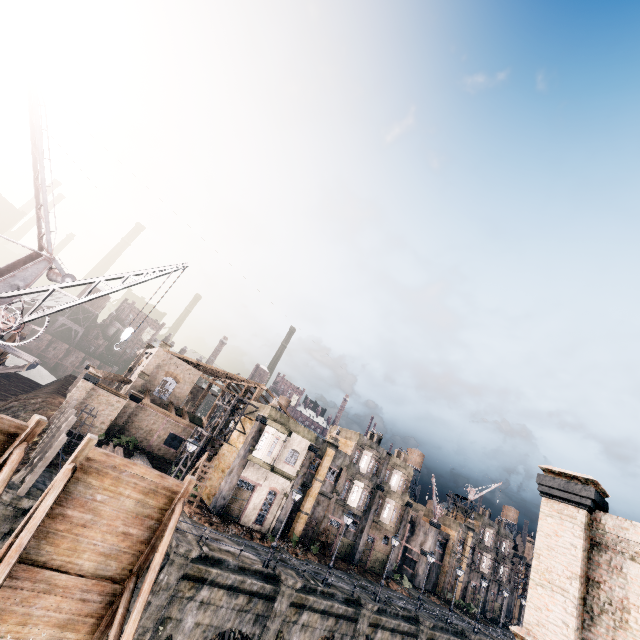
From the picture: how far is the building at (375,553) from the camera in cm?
4166

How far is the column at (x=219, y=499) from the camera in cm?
2980

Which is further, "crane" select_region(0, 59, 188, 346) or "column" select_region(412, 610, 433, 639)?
"column" select_region(412, 610, 433, 639)

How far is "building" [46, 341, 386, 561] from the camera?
31.94m

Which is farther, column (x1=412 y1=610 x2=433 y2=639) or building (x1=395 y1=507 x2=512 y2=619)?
building (x1=395 y1=507 x2=512 y2=619)

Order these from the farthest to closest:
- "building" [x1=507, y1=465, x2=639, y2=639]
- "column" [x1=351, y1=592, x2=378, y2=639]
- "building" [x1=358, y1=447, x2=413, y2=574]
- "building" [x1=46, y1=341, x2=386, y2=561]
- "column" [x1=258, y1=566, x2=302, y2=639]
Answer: "building" [x1=358, y1=447, x2=413, y2=574] < "building" [x1=46, y1=341, x2=386, y2=561] < "column" [x1=351, y1=592, x2=378, y2=639] < "column" [x1=258, y1=566, x2=302, y2=639] < "building" [x1=507, y1=465, x2=639, y2=639]

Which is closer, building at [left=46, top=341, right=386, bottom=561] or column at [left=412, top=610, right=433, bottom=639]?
column at [left=412, top=610, right=433, bottom=639]

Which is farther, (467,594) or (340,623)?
(467,594)
